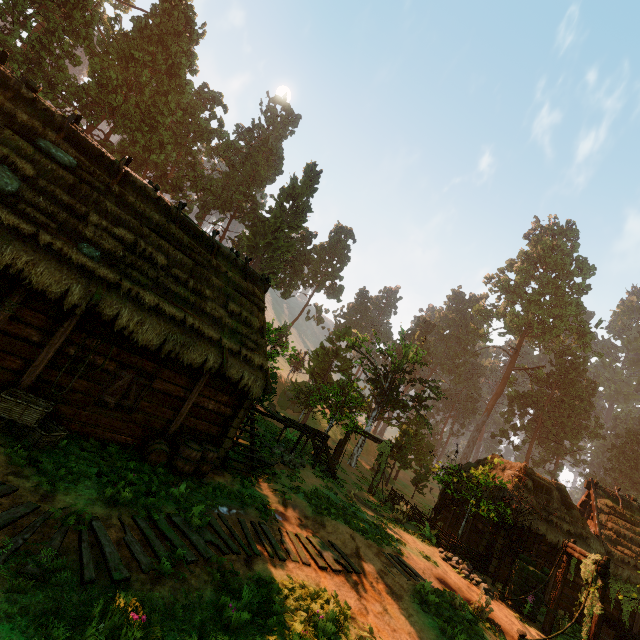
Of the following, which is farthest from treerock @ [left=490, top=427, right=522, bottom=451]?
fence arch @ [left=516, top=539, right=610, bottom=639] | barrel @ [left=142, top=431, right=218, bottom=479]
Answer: barrel @ [left=142, top=431, right=218, bottom=479]

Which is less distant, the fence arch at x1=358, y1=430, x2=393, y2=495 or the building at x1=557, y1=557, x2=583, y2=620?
the building at x1=557, y1=557, x2=583, y2=620

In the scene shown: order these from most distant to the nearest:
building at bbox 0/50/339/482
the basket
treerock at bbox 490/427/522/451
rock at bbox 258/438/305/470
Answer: treerock at bbox 490/427/522/451 < rock at bbox 258/438/305/470 < building at bbox 0/50/339/482 < the basket

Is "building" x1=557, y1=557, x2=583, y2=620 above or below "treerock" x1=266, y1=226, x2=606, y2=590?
below

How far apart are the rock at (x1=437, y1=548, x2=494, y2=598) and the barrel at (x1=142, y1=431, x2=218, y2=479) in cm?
1222

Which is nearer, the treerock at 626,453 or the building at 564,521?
the building at 564,521

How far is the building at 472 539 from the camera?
17.12m

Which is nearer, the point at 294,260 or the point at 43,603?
the point at 43,603
